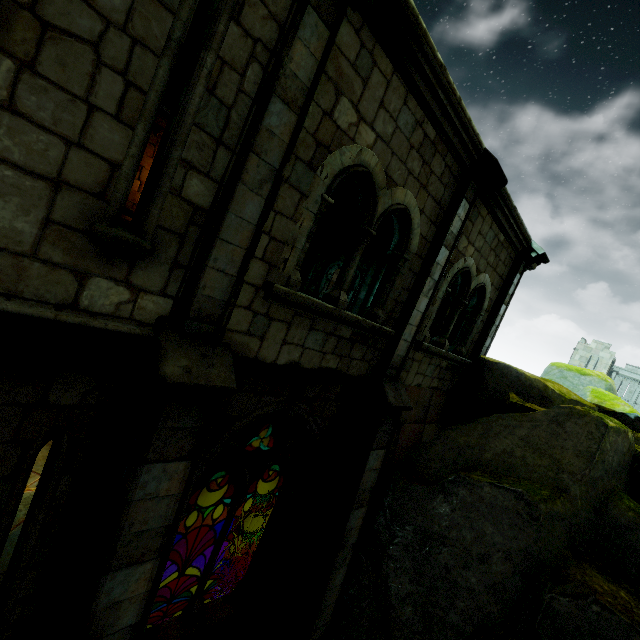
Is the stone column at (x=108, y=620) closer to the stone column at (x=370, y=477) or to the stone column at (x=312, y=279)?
the stone column at (x=370, y=477)

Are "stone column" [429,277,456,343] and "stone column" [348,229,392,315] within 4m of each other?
yes

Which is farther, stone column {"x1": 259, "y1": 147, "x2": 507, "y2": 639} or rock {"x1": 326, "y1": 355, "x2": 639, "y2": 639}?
stone column {"x1": 259, "y1": 147, "x2": 507, "y2": 639}

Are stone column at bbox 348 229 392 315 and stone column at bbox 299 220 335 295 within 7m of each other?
yes

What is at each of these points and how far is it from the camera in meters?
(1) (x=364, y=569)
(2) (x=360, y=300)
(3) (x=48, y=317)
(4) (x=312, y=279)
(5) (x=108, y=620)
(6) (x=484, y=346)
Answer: (1) rock, 6.1
(2) stone column, 13.8
(3) trim, 2.5
(4) stone column, 16.4
(5) stone column, 3.2
(6) stone column, 8.5

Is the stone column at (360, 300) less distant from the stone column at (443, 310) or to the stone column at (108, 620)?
the stone column at (443, 310)

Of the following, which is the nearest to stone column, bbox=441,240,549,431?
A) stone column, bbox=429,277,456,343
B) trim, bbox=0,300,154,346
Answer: stone column, bbox=429,277,456,343

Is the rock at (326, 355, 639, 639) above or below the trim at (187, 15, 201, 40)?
below
